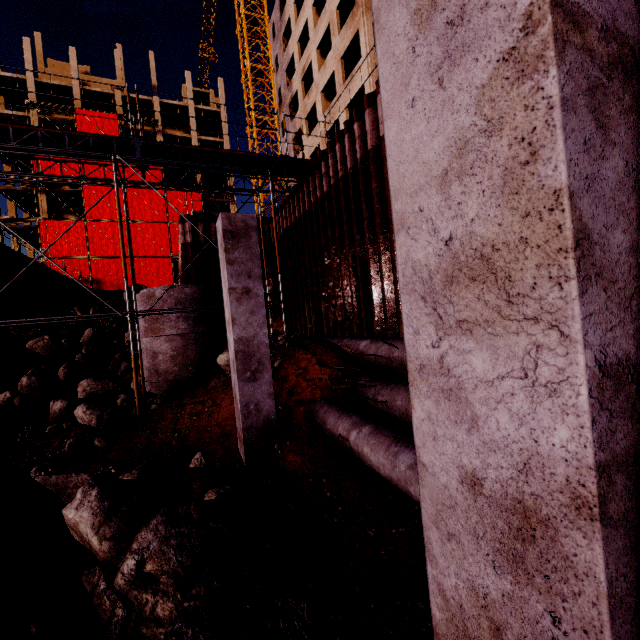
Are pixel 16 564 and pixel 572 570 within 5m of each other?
yes

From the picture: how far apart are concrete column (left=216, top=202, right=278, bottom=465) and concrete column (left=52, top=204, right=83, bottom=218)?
43.85m

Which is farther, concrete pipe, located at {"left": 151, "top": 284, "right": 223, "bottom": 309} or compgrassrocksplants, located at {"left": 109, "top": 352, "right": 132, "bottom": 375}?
compgrassrocksplants, located at {"left": 109, "top": 352, "right": 132, "bottom": 375}

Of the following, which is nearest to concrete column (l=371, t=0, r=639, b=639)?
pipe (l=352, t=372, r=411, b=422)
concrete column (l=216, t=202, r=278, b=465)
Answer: pipe (l=352, t=372, r=411, b=422)

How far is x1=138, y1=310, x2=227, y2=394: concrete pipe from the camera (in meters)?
10.41

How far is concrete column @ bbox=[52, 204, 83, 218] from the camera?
37.8 meters

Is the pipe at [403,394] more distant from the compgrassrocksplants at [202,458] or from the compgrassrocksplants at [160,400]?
the compgrassrocksplants at [160,400]

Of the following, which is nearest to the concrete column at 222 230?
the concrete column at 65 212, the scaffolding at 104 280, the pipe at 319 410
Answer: the pipe at 319 410
